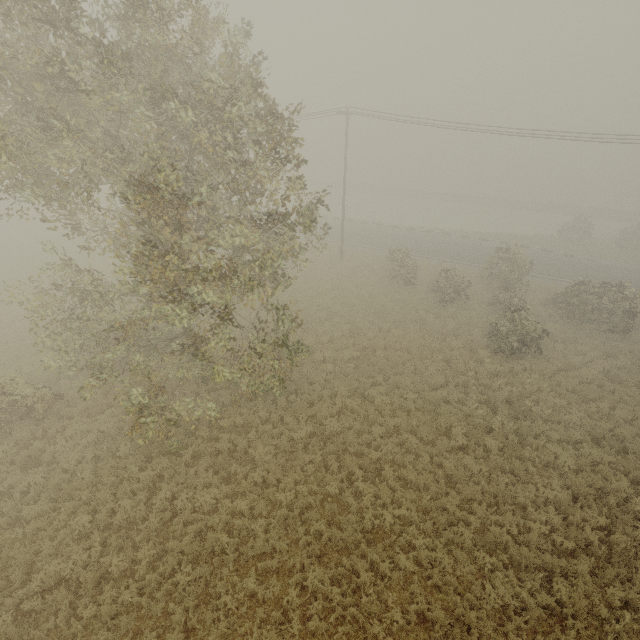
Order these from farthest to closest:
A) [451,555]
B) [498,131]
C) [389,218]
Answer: [389,218] < [498,131] < [451,555]
